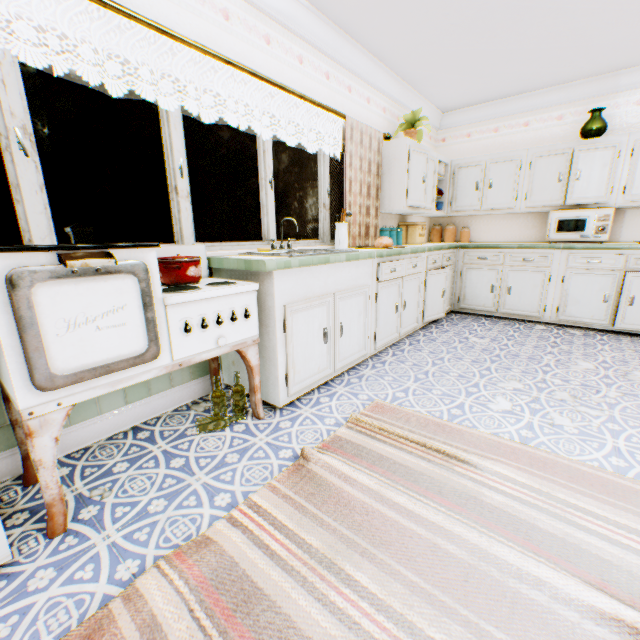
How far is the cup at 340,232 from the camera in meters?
3.5 m

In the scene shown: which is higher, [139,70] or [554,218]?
[139,70]

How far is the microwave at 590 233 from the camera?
4.1m

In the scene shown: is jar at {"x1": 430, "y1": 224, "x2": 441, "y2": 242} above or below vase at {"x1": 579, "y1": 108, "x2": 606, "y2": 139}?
below

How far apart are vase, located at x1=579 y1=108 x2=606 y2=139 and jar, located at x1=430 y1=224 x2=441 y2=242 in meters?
2.1

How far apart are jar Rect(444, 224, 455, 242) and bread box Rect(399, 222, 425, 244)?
0.9m

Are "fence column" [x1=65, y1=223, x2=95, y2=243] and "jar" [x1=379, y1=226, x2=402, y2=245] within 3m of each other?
no

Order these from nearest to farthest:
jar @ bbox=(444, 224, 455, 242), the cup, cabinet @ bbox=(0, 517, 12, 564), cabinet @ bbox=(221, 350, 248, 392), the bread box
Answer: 1. cabinet @ bbox=(0, 517, 12, 564)
2. cabinet @ bbox=(221, 350, 248, 392)
3. the cup
4. the bread box
5. jar @ bbox=(444, 224, 455, 242)
